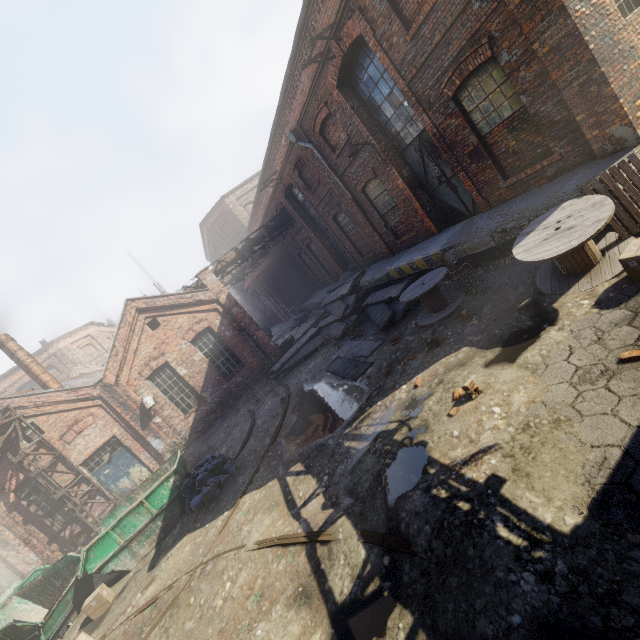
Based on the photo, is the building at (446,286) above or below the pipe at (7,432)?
below

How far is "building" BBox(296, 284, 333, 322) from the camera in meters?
21.5

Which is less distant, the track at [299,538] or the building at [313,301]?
the track at [299,538]

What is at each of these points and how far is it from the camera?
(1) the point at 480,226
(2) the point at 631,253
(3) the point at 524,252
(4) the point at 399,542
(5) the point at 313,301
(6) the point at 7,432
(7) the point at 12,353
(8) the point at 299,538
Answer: (1) building, 8.5m
(2) carton, 4.7m
(3) spool, 5.9m
(4) track, 4.0m
(5) building, 23.0m
(6) pipe, 13.1m
(7) building, 16.1m
(8) track, 5.3m

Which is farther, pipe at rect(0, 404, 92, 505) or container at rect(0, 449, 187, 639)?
pipe at rect(0, 404, 92, 505)

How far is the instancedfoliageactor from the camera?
5.1m

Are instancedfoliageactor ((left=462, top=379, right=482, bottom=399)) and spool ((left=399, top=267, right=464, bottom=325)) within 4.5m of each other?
yes

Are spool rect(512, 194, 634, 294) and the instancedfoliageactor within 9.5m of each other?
yes
